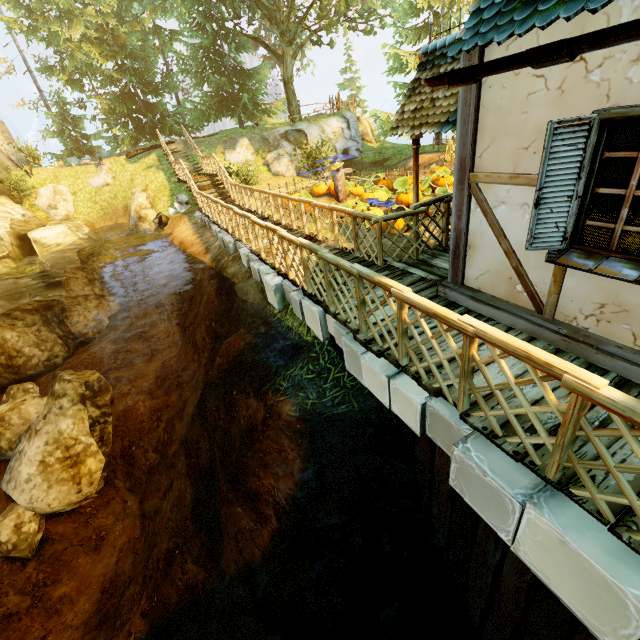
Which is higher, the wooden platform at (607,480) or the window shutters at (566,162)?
the window shutters at (566,162)

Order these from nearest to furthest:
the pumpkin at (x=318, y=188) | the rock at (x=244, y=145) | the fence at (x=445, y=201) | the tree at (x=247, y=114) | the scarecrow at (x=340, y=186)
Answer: the fence at (x=445, y=201) → the scarecrow at (x=340, y=186) → the pumpkin at (x=318, y=188) → the tree at (x=247, y=114) → the rock at (x=244, y=145)

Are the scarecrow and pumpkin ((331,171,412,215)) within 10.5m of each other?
yes

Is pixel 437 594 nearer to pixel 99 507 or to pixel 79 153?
pixel 99 507

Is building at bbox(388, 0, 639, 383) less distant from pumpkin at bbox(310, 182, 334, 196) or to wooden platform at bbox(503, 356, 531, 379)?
wooden platform at bbox(503, 356, 531, 379)

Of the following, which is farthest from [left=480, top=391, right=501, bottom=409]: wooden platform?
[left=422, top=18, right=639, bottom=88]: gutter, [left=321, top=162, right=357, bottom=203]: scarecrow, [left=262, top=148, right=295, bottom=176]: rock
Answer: [left=262, top=148, right=295, bottom=176]: rock

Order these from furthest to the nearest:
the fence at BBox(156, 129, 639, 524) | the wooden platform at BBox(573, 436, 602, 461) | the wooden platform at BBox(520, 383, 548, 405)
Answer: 1. the wooden platform at BBox(520, 383, 548, 405)
2. the wooden platform at BBox(573, 436, 602, 461)
3. the fence at BBox(156, 129, 639, 524)

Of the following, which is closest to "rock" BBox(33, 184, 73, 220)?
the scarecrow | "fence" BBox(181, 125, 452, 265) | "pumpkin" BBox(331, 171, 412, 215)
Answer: "fence" BBox(181, 125, 452, 265)
